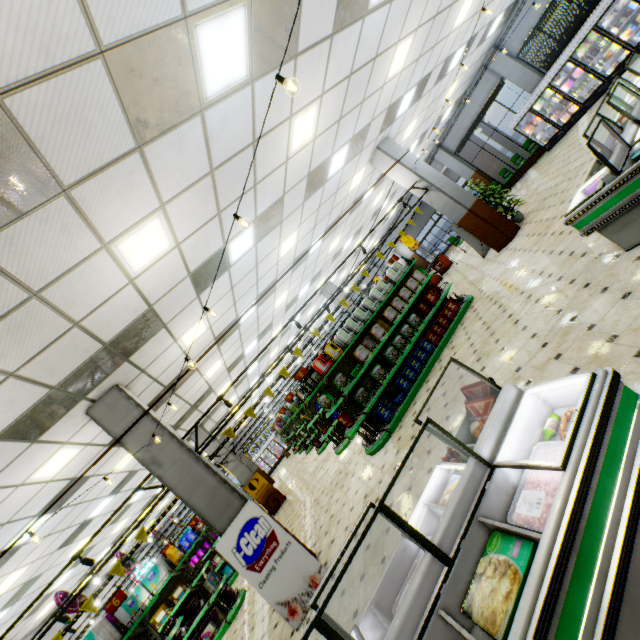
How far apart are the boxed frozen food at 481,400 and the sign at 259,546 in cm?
391

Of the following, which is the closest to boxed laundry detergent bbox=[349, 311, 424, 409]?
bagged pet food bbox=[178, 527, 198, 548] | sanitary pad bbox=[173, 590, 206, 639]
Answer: sanitary pad bbox=[173, 590, 206, 639]

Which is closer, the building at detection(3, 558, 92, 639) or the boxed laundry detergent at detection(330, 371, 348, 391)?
the boxed laundry detergent at detection(330, 371, 348, 391)

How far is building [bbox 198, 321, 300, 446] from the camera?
14.9m

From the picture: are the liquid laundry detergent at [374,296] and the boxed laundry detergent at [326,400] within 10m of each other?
yes

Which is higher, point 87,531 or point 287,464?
point 87,531

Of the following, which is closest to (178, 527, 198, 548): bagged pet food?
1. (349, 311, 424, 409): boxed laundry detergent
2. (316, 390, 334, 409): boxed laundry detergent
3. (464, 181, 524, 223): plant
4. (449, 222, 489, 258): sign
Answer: (316, 390, 334, 409): boxed laundry detergent

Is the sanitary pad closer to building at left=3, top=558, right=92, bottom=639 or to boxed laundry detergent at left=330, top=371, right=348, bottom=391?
building at left=3, top=558, right=92, bottom=639
